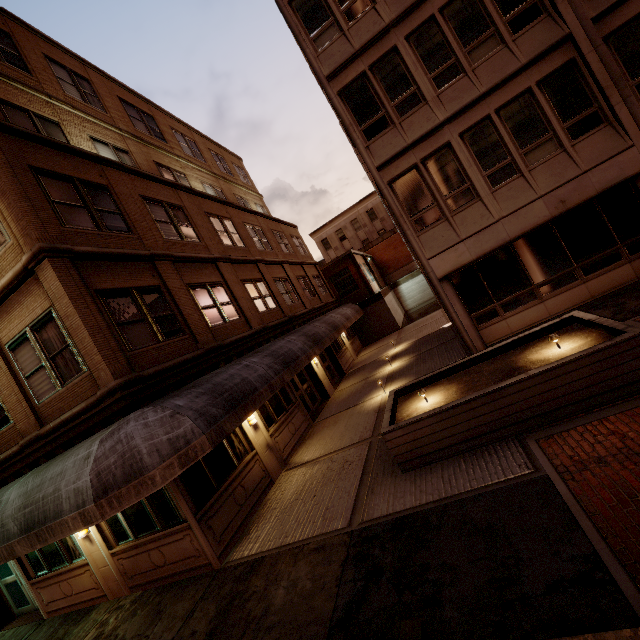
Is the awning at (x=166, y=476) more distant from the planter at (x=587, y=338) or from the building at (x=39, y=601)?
the planter at (x=587, y=338)

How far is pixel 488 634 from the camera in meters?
3.4 m

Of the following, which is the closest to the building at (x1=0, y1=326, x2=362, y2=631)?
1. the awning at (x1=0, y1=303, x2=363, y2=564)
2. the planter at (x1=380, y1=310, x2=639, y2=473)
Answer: the awning at (x1=0, y1=303, x2=363, y2=564)

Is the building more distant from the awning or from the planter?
the planter

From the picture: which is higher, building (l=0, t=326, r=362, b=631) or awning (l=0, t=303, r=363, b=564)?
awning (l=0, t=303, r=363, b=564)

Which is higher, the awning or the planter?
the awning
